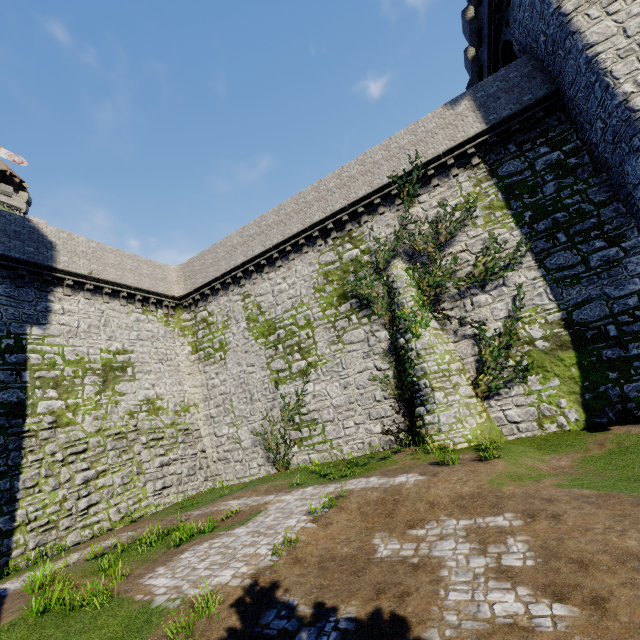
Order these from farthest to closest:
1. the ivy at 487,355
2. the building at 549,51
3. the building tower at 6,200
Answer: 1. the building tower at 6,200
2. the ivy at 487,355
3. the building at 549,51

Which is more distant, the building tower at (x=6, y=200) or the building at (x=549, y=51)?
the building tower at (x=6, y=200)

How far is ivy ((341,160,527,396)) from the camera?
14.0 meters

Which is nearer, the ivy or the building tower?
the ivy

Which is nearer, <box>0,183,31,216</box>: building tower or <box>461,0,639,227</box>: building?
<box>461,0,639,227</box>: building

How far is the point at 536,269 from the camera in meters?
14.1

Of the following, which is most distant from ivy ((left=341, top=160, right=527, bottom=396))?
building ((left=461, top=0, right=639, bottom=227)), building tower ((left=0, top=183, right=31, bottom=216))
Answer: building tower ((left=0, top=183, right=31, bottom=216))

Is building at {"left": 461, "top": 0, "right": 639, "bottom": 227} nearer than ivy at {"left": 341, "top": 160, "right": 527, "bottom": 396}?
Yes
